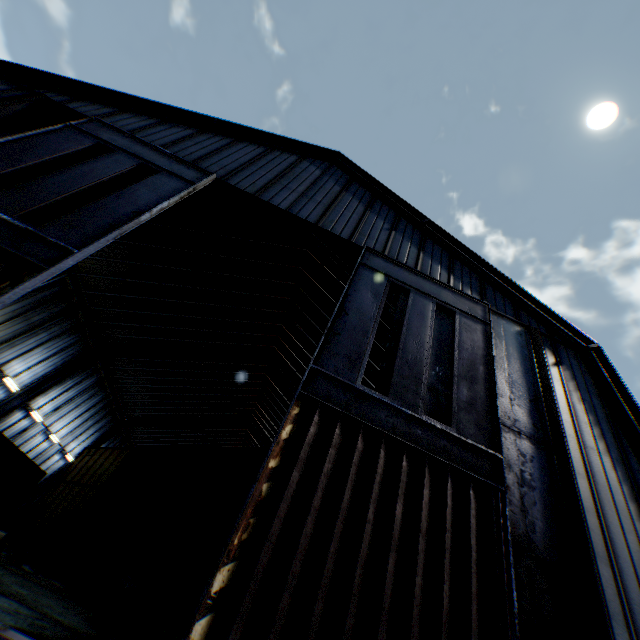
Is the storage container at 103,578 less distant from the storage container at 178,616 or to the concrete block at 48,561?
the storage container at 178,616

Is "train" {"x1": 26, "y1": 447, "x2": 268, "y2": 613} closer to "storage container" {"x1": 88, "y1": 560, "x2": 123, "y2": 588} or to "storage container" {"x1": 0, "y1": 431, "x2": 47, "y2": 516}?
"storage container" {"x1": 0, "y1": 431, "x2": 47, "y2": 516}

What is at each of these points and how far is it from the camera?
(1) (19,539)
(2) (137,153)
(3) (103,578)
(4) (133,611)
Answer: (1) storage container, 17.0m
(2) hanging door, 10.4m
(3) storage container, 18.0m
(4) concrete block, 7.2m

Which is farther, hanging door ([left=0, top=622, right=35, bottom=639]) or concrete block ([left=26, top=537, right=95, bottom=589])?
concrete block ([left=26, top=537, right=95, bottom=589])

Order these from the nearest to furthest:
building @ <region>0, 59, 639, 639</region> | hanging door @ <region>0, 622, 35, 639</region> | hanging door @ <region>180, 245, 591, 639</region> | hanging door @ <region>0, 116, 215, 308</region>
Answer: hanging door @ <region>0, 622, 35, 639</region>
hanging door @ <region>180, 245, 591, 639</region>
hanging door @ <region>0, 116, 215, 308</region>
building @ <region>0, 59, 639, 639</region>

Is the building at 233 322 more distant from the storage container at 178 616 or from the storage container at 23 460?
the storage container at 23 460

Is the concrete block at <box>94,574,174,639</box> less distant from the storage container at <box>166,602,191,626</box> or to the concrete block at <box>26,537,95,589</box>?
the concrete block at <box>26,537,95,589</box>

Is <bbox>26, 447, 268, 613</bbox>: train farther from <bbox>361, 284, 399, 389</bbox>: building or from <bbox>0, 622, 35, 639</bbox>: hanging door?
<bbox>361, 284, 399, 389</bbox>: building
